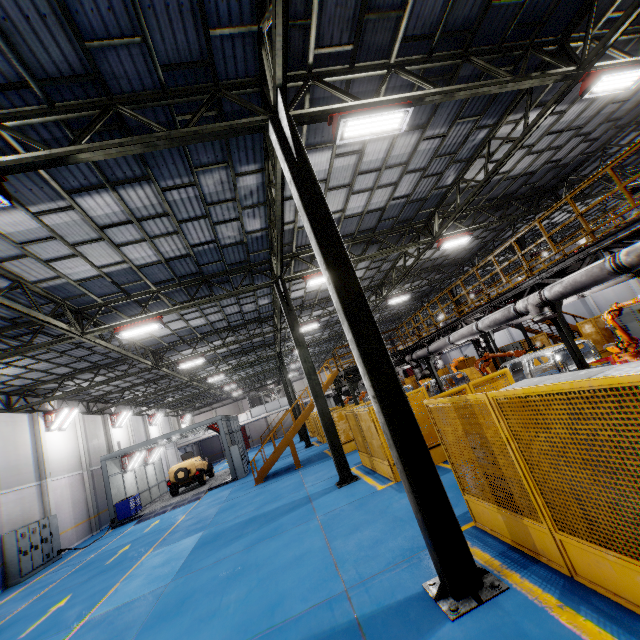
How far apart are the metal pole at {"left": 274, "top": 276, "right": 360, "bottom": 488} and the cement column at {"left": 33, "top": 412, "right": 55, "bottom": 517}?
16.9 meters

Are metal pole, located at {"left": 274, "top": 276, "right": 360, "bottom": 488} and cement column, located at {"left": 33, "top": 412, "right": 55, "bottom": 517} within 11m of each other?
no

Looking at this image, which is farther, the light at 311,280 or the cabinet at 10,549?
the cabinet at 10,549

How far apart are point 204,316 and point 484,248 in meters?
19.7

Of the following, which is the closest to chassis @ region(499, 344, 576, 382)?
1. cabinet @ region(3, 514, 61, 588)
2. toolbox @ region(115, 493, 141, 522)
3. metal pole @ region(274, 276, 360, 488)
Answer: metal pole @ region(274, 276, 360, 488)

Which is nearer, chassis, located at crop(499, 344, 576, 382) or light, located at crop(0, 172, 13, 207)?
light, located at crop(0, 172, 13, 207)

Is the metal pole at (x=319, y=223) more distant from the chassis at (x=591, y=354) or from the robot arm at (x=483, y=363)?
the chassis at (x=591, y=354)

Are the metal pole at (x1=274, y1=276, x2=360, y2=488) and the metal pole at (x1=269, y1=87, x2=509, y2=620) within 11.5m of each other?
yes
